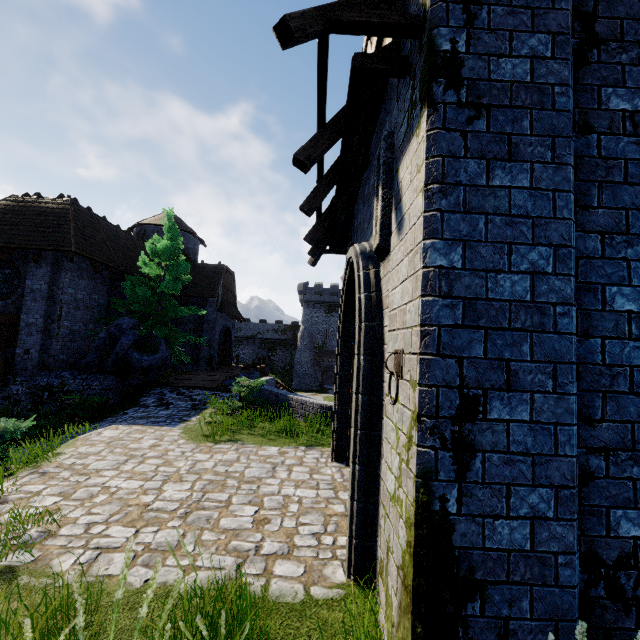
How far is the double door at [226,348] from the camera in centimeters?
2711cm

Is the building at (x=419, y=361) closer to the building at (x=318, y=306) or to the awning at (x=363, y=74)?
the awning at (x=363, y=74)

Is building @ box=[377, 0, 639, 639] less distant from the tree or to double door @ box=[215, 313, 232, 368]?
the tree

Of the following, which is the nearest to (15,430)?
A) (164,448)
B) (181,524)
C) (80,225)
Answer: (164,448)

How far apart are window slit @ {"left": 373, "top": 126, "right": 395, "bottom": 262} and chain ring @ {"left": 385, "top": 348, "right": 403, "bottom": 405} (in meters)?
1.11

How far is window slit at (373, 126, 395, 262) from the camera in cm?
326

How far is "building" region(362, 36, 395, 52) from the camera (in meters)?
4.02

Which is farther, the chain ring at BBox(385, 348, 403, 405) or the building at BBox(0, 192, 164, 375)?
the building at BBox(0, 192, 164, 375)
